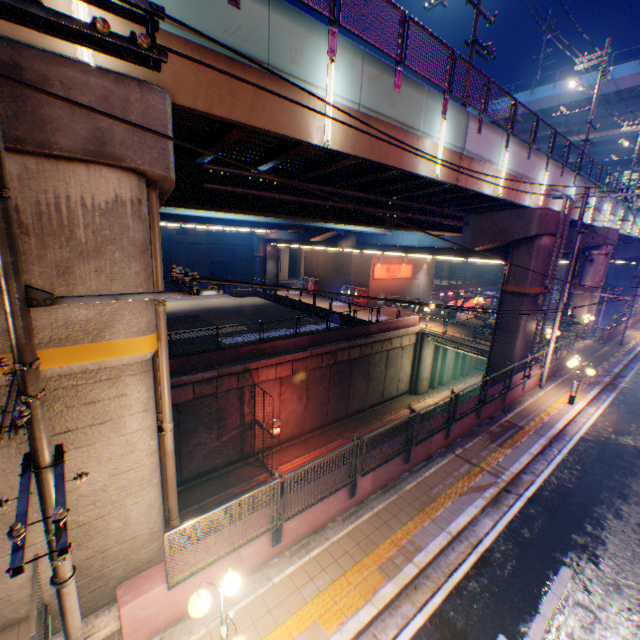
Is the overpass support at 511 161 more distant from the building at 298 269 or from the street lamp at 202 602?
the building at 298 269

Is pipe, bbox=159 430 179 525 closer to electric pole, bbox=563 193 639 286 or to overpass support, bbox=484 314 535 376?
overpass support, bbox=484 314 535 376

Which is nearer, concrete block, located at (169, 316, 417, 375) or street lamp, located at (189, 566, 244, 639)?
street lamp, located at (189, 566, 244, 639)

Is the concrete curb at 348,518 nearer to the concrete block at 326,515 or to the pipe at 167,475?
the concrete block at 326,515

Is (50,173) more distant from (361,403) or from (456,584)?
(361,403)

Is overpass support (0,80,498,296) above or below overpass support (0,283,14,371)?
above

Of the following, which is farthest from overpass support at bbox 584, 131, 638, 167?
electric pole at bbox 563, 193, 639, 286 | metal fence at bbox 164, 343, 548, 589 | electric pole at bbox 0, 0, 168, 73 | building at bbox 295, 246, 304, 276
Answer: building at bbox 295, 246, 304, 276
